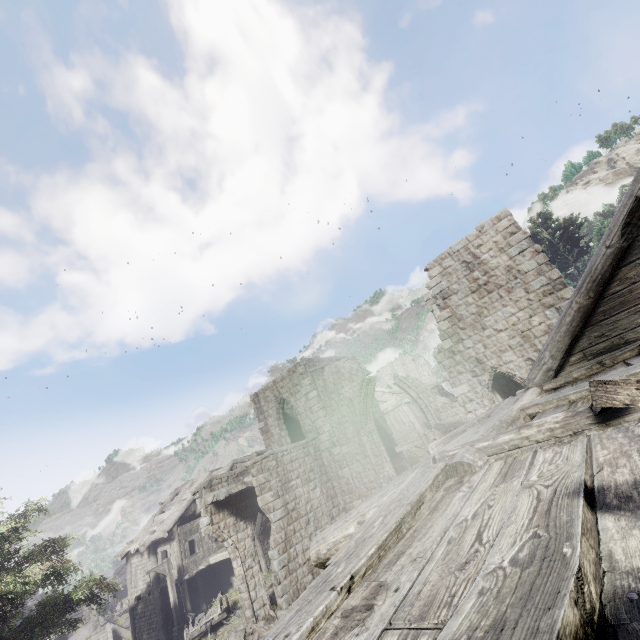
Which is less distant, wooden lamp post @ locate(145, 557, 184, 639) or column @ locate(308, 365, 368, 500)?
column @ locate(308, 365, 368, 500)

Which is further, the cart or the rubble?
the cart

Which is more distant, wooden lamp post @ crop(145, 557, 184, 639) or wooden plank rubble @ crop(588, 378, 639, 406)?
wooden lamp post @ crop(145, 557, 184, 639)

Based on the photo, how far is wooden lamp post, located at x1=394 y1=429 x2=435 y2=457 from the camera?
10.5m

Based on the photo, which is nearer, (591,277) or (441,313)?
(591,277)

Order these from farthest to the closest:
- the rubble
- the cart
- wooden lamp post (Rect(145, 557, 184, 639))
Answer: wooden lamp post (Rect(145, 557, 184, 639)), the cart, the rubble

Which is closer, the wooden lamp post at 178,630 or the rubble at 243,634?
the rubble at 243,634

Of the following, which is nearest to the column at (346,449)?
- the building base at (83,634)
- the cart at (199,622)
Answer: the cart at (199,622)
